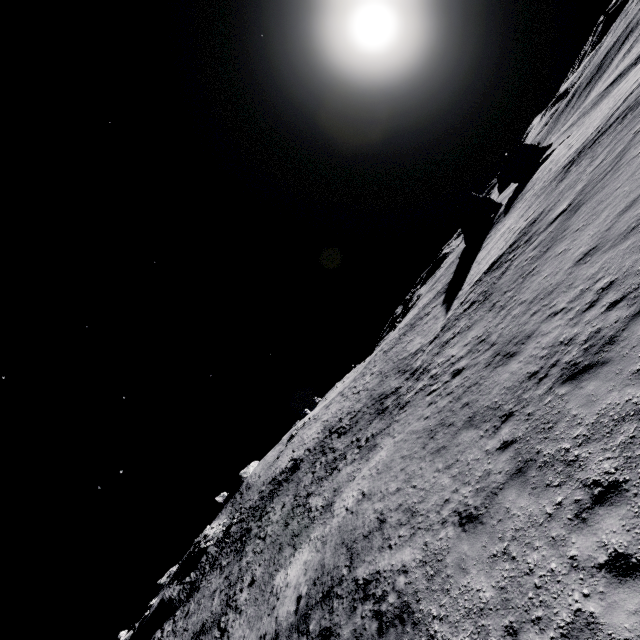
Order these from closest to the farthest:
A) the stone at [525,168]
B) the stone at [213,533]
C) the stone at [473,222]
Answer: the stone at [213,533], the stone at [473,222], the stone at [525,168]

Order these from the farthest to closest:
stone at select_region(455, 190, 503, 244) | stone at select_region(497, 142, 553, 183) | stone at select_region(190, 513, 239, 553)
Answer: stone at select_region(497, 142, 553, 183) → stone at select_region(455, 190, 503, 244) → stone at select_region(190, 513, 239, 553)

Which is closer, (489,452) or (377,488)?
(489,452)

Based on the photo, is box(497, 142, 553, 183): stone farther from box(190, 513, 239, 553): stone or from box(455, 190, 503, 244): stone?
box(190, 513, 239, 553): stone

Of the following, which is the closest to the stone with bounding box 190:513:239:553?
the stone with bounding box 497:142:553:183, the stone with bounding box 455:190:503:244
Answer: the stone with bounding box 455:190:503:244

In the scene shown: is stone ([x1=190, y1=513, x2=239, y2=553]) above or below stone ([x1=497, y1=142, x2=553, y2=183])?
above

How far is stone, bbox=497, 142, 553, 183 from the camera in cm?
5197

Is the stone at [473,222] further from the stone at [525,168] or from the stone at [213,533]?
the stone at [213,533]
